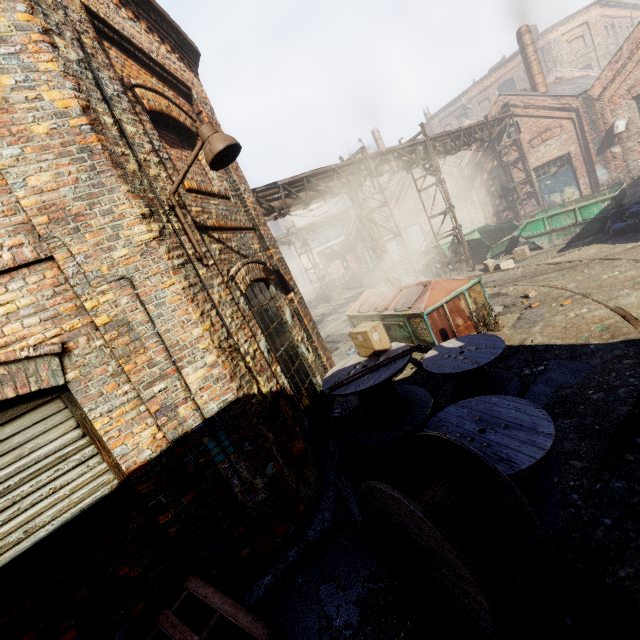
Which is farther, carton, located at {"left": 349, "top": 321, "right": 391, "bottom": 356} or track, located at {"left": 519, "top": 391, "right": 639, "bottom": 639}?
carton, located at {"left": 349, "top": 321, "right": 391, "bottom": 356}

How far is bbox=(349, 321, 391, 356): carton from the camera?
5.24m

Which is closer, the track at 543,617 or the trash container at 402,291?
the track at 543,617

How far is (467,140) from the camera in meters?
16.2 m

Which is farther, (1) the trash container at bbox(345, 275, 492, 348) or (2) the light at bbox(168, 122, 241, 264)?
(1) the trash container at bbox(345, 275, 492, 348)

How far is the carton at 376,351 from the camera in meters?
5.2

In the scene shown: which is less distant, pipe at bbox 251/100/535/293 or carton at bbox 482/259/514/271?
pipe at bbox 251/100/535/293

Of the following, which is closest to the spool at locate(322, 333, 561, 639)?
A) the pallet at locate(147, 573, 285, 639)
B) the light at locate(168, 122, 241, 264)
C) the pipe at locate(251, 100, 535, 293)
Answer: the pallet at locate(147, 573, 285, 639)
